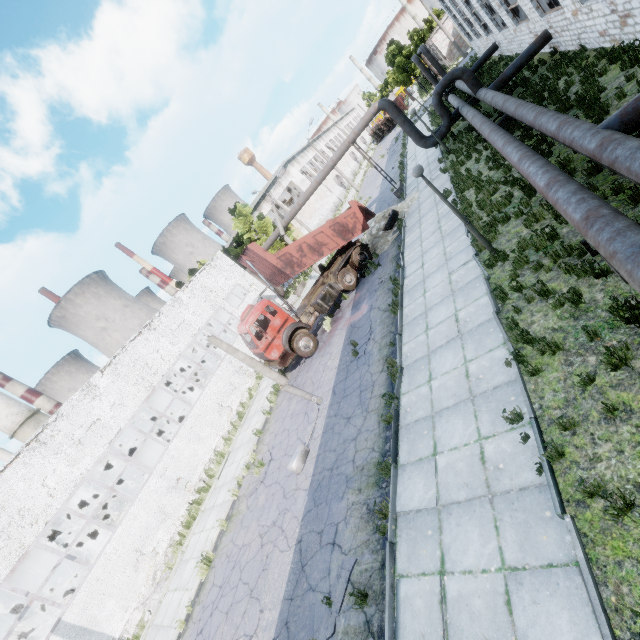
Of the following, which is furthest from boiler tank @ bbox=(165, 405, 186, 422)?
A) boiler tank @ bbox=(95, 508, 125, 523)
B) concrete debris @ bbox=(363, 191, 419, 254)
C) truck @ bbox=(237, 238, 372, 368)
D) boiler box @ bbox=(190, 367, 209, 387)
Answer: concrete debris @ bbox=(363, 191, 419, 254)

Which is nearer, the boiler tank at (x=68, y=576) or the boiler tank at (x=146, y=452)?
the boiler tank at (x=68, y=576)

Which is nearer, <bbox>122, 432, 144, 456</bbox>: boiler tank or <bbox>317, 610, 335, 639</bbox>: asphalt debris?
<bbox>317, 610, 335, 639</bbox>: asphalt debris

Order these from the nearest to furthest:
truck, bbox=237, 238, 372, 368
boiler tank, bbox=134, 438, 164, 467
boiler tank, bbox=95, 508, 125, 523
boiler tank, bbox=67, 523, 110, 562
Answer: truck, bbox=237, 238, 372, 368 → boiler tank, bbox=67, 523, 110, 562 → boiler tank, bbox=95, 508, 125, 523 → boiler tank, bbox=134, 438, 164, 467

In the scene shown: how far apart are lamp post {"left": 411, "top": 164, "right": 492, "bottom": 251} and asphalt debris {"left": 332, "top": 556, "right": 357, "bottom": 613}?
8.4m

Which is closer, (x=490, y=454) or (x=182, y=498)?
(x=490, y=454)

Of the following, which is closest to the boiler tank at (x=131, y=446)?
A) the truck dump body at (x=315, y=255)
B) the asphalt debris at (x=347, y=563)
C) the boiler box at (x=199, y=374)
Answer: the boiler box at (x=199, y=374)
